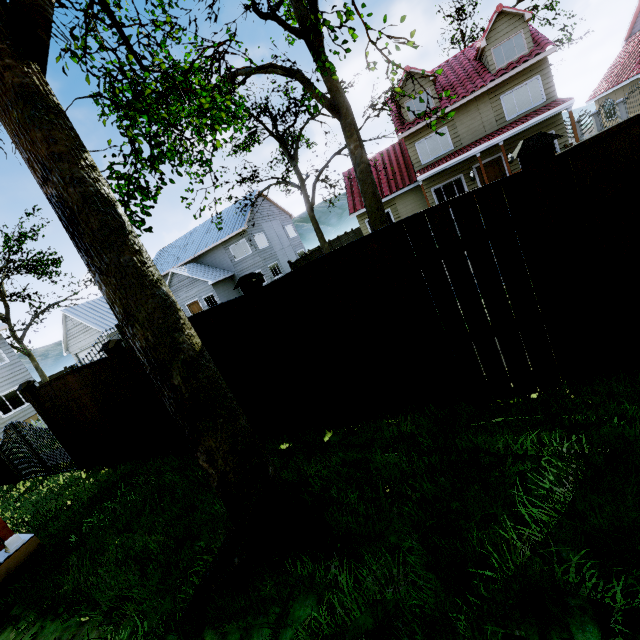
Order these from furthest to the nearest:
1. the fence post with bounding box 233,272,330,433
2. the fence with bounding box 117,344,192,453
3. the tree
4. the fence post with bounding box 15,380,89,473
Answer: the fence post with bounding box 15,380,89,473 < the fence with bounding box 117,344,192,453 < the fence post with bounding box 233,272,330,433 < the tree

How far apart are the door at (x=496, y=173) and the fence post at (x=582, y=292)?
20.3m

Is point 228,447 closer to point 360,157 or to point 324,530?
point 324,530

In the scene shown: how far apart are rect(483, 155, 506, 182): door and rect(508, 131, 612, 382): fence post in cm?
2028

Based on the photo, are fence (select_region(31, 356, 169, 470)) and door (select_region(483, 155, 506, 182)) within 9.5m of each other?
no

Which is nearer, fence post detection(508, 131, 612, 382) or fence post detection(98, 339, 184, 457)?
fence post detection(508, 131, 612, 382)

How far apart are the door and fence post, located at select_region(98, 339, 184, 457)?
21.8m

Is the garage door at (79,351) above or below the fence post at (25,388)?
above
